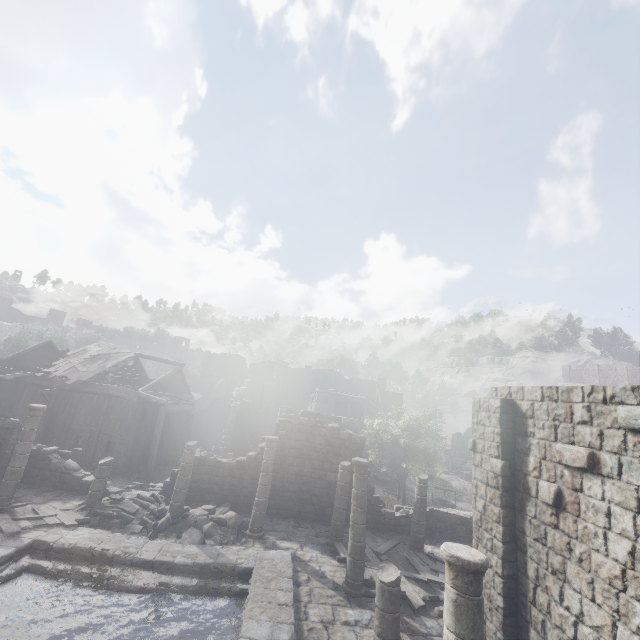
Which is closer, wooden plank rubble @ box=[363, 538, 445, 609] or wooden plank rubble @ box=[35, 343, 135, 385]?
wooden plank rubble @ box=[363, 538, 445, 609]

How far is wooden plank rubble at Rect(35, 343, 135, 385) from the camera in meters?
25.0

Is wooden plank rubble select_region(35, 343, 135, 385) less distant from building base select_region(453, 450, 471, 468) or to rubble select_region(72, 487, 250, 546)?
rubble select_region(72, 487, 250, 546)

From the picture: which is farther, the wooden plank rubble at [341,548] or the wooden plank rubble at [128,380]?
the wooden plank rubble at [128,380]

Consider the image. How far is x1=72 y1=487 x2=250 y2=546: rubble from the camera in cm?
1222

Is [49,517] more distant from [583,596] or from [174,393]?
[174,393]

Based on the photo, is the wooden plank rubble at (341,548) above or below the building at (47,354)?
below

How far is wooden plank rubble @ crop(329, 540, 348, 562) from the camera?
12.25m
